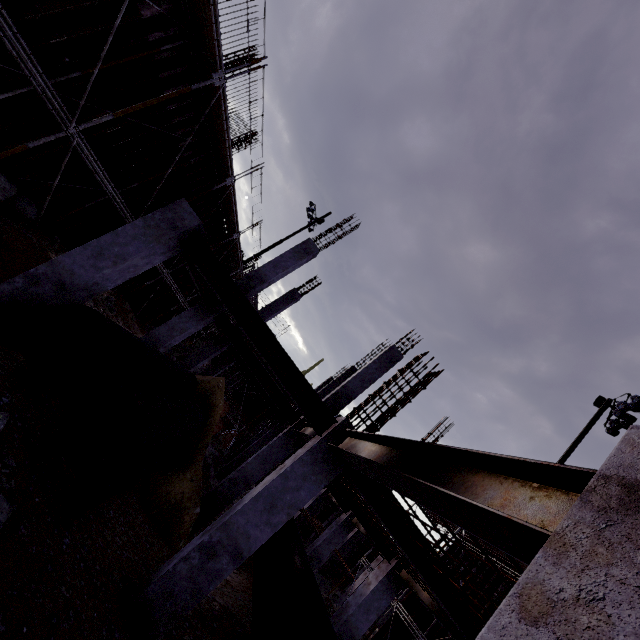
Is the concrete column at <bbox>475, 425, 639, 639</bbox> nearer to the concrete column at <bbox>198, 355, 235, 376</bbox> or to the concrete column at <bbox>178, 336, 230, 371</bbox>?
the concrete column at <bbox>178, 336, 230, 371</bbox>

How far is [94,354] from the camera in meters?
5.7 m

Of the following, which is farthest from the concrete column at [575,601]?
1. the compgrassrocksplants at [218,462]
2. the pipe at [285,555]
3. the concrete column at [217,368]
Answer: the concrete column at [217,368]

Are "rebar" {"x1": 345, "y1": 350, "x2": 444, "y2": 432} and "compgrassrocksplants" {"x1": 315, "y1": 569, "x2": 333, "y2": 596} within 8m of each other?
no

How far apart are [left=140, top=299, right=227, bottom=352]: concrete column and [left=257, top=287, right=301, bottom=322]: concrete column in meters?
4.3 m

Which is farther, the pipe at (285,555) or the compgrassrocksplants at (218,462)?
the compgrassrocksplants at (218,462)

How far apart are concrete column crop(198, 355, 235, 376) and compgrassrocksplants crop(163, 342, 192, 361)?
1.3 meters

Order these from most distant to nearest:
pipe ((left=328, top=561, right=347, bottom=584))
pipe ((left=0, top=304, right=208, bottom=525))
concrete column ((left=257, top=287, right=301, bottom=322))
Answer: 1. pipe ((left=328, top=561, right=347, bottom=584))
2. concrete column ((left=257, top=287, right=301, bottom=322))
3. pipe ((left=0, top=304, right=208, bottom=525))
